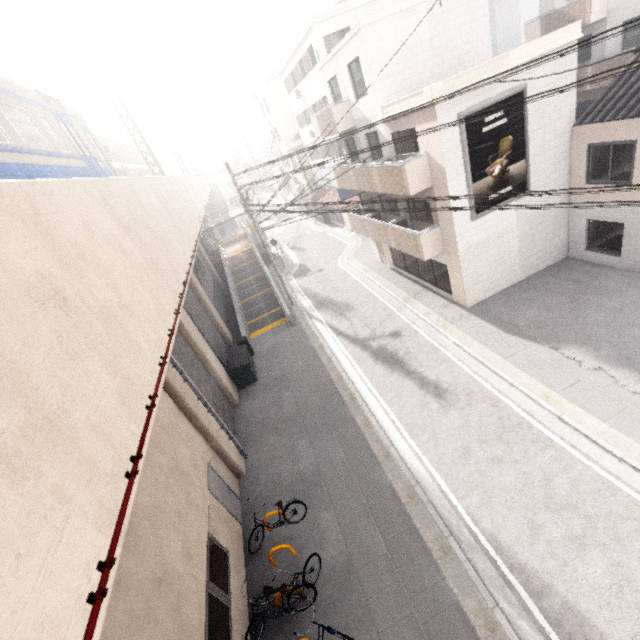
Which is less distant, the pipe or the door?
the pipe

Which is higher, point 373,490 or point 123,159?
point 123,159

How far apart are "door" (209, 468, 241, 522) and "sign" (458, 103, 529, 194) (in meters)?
13.41

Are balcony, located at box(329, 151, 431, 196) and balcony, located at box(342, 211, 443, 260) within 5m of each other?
yes

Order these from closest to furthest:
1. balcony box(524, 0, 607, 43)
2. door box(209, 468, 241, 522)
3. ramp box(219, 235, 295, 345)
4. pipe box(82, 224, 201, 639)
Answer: pipe box(82, 224, 201, 639), door box(209, 468, 241, 522), balcony box(524, 0, 607, 43), ramp box(219, 235, 295, 345)

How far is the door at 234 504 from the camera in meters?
9.6

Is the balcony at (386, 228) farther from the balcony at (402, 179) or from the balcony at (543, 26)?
the balcony at (543, 26)

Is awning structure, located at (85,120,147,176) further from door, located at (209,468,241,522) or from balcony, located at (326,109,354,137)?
balcony, located at (326,109,354,137)
